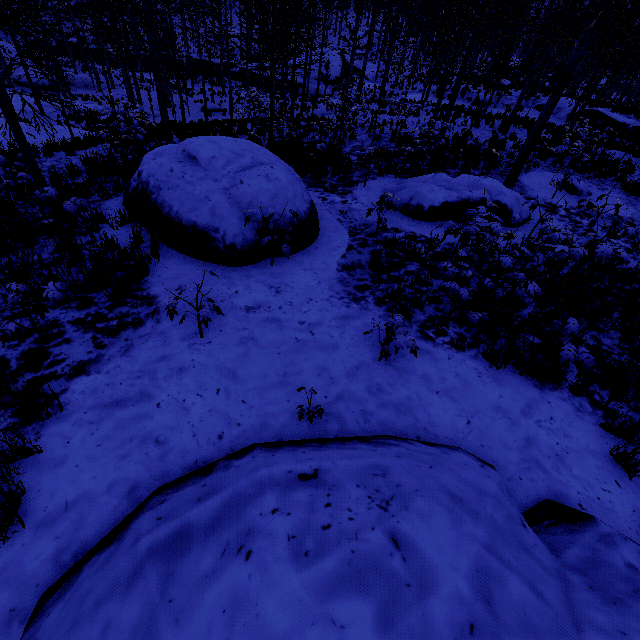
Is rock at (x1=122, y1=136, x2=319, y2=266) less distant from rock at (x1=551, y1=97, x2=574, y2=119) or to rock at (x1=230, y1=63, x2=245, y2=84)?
rock at (x1=551, y1=97, x2=574, y2=119)

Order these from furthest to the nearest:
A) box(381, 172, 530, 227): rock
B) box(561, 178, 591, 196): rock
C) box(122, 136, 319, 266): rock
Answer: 1. box(561, 178, 591, 196): rock
2. box(381, 172, 530, 227): rock
3. box(122, 136, 319, 266): rock

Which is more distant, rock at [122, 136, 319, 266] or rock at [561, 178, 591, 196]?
rock at [561, 178, 591, 196]

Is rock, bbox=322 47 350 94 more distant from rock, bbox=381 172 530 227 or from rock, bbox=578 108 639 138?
rock, bbox=381 172 530 227

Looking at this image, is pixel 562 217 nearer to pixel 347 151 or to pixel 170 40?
pixel 347 151

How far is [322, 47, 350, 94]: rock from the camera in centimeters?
3713cm

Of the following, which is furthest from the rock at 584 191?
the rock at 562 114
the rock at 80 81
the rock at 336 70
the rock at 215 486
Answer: the rock at 80 81

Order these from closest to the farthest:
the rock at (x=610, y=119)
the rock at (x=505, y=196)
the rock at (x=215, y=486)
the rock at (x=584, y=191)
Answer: the rock at (x=215, y=486) < the rock at (x=505, y=196) < the rock at (x=584, y=191) < the rock at (x=610, y=119)
